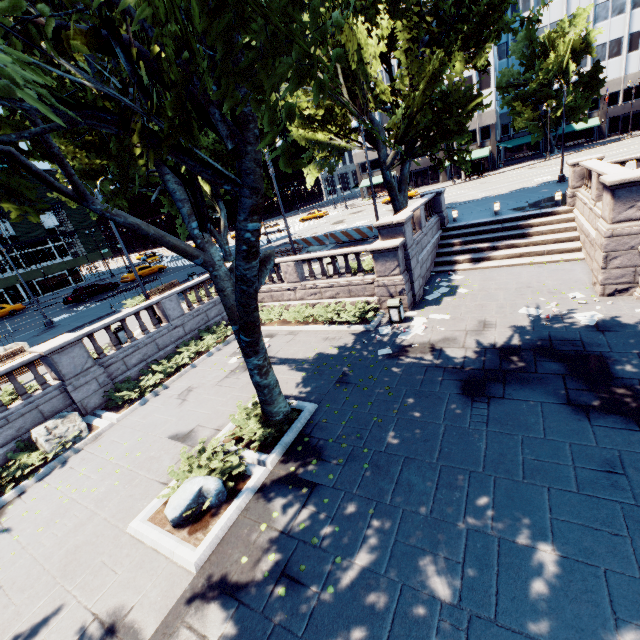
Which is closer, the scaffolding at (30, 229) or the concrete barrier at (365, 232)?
the concrete barrier at (365, 232)

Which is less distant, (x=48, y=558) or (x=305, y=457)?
(x=48, y=558)

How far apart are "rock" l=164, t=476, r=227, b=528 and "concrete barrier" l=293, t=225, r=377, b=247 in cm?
2120

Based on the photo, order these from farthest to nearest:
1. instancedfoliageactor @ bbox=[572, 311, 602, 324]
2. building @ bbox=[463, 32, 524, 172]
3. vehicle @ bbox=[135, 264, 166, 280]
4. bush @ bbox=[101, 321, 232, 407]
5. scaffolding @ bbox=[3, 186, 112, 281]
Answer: building @ bbox=[463, 32, 524, 172]
scaffolding @ bbox=[3, 186, 112, 281]
vehicle @ bbox=[135, 264, 166, 280]
bush @ bbox=[101, 321, 232, 407]
instancedfoliageactor @ bbox=[572, 311, 602, 324]

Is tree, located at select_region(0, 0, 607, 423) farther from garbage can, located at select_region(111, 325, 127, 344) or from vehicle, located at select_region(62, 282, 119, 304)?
vehicle, located at select_region(62, 282, 119, 304)

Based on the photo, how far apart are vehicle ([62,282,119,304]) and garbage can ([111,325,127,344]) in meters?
21.3

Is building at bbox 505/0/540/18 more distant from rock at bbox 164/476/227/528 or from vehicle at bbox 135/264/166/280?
rock at bbox 164/476/227/528

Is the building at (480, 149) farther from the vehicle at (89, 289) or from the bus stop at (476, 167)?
the vehicle at (89, 289)
